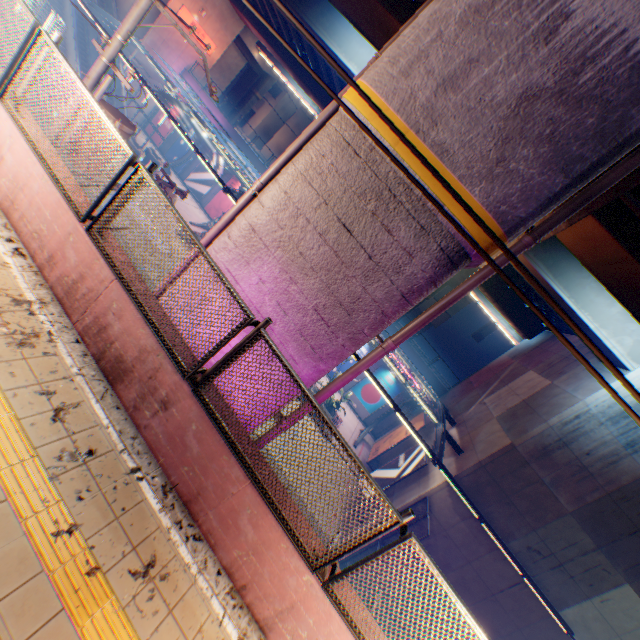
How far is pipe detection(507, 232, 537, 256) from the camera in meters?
4.8 m

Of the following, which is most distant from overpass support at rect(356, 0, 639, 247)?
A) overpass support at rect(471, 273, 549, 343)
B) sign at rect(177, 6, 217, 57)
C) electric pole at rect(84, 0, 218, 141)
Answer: electric pole at rect(84, 0, 218, 141)

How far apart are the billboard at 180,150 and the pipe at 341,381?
31.5 meters

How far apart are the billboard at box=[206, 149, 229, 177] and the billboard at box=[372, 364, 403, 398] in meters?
22.2 m

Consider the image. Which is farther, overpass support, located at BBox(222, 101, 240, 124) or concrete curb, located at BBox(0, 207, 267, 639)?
overpass support, located at BBox(222, 101, 240, 124)

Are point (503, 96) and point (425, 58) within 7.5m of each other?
yes

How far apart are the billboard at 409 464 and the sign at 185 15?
37.14m

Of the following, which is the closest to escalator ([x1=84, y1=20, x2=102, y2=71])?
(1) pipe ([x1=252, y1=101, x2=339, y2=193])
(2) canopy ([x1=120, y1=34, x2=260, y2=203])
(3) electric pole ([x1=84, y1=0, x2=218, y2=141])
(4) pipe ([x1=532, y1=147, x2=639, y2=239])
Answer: (2) canopy ([x1=120, y1=34, x2=260, y2=203])
